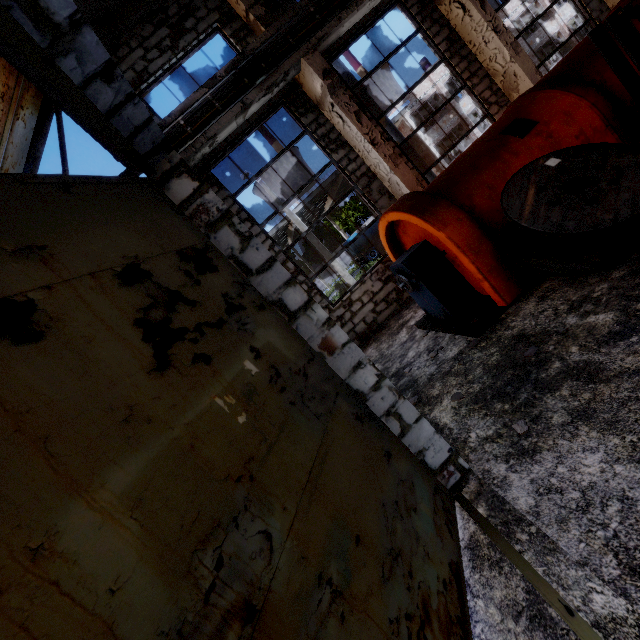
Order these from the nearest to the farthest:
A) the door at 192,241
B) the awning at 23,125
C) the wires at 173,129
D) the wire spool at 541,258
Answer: the door at 192,241 → the awning at 23,125 → the wire spool at 541,258 → the wires at 173,129

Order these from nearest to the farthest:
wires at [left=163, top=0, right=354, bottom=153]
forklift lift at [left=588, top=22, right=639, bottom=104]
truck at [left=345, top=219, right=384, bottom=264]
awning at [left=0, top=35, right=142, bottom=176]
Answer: awning at [left=0, top=35, right=142, bottom=176]
forklift lift at [left=588, top=22, right=639, bottom=104]
wires at [left=163, top=0, right=354, bottom=153]
truck at [left=345, top=219, right=384, bottom=264]

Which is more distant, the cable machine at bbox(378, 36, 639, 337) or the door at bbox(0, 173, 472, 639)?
the cable machine at bbox(378, 36, 639, 337)

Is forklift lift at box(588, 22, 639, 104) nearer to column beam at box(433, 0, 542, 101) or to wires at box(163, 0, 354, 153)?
column beam at box(433, 0, 542, 101)

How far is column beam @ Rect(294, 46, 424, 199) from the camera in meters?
7.9

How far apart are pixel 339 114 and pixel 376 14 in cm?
343

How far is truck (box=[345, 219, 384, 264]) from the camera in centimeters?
3017cm

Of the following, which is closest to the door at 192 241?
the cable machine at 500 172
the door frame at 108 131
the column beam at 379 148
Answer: the door frame at 108 131
